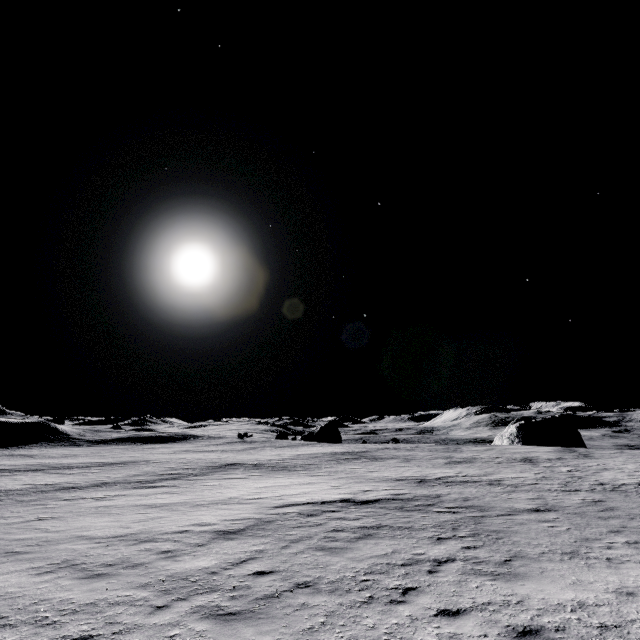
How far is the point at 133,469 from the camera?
31.95m

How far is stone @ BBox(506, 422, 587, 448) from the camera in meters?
55.0

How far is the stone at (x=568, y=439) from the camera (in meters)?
55.01
